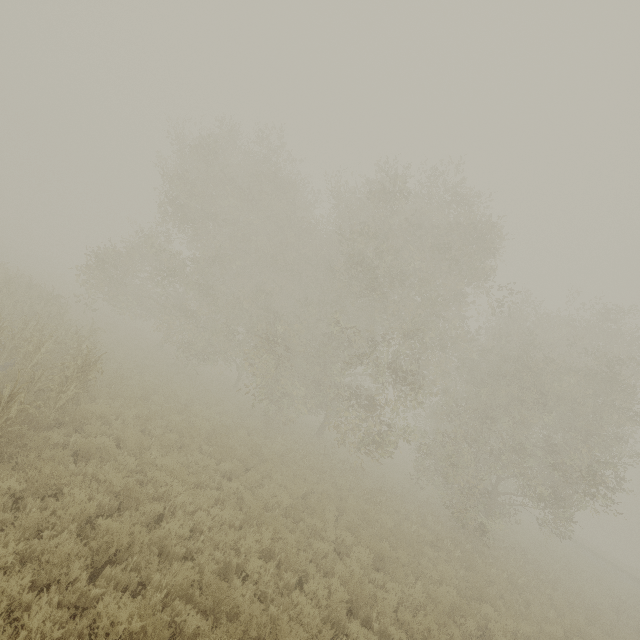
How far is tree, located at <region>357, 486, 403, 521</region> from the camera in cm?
1239

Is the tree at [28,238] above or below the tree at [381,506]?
above

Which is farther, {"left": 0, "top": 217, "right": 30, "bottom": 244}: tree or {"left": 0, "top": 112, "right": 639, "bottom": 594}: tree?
{"left": 0, "top": 217, "right": 30, "bottom": 244}: tree

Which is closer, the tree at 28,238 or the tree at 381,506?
the tree at 381,506

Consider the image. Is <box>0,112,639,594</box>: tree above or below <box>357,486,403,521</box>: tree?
above

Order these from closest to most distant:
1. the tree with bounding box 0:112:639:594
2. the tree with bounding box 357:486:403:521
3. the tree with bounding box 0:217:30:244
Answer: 1. the tree with bounding box 357:486:403:521
2. the tree with bounding box 0:112:639:594
3. the tree with bounding box 0:217:30:244

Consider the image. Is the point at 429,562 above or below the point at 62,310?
below
